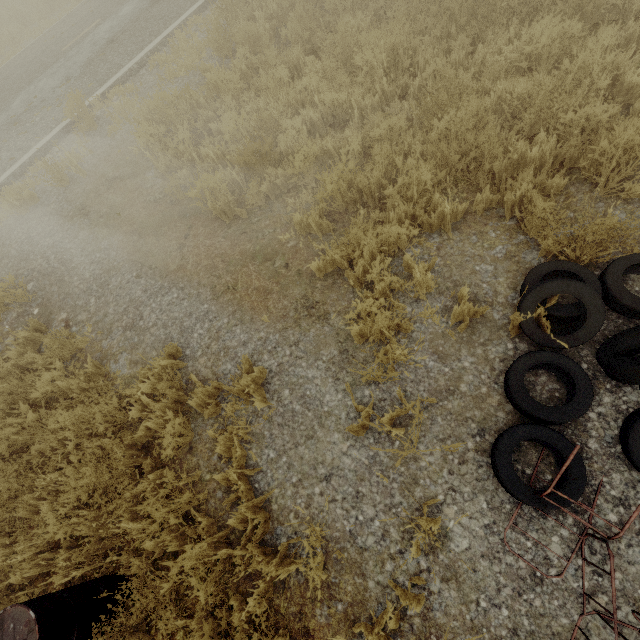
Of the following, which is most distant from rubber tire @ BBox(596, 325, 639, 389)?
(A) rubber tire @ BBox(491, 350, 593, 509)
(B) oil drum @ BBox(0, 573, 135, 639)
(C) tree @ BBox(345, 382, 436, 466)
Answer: (B) oil drum @ BBox(0, 573, 135, 639)

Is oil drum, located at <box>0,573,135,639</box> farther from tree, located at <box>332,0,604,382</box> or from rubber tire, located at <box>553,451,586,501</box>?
tree, located at <box>332,0,604,382</box>

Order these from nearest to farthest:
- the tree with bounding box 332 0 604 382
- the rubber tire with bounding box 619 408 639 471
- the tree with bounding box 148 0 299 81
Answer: the rubber tire with bounding box 619 408 639 471, the tree with bounding box 332 0 604 382, the tree with bounding box 148 0 299 81

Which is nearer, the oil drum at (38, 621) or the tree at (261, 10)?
the oil drum at (38, 621)

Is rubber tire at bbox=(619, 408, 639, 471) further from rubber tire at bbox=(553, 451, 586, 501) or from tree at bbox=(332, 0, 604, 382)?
tree at bbox=(332, 0, 604, 382)

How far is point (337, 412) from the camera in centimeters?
318cm

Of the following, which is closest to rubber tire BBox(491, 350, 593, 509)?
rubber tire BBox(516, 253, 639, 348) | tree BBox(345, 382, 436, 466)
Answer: rubber tire BBox(516, 253, 639, 348)

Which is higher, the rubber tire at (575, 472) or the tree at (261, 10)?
the tree at (261, 10)
